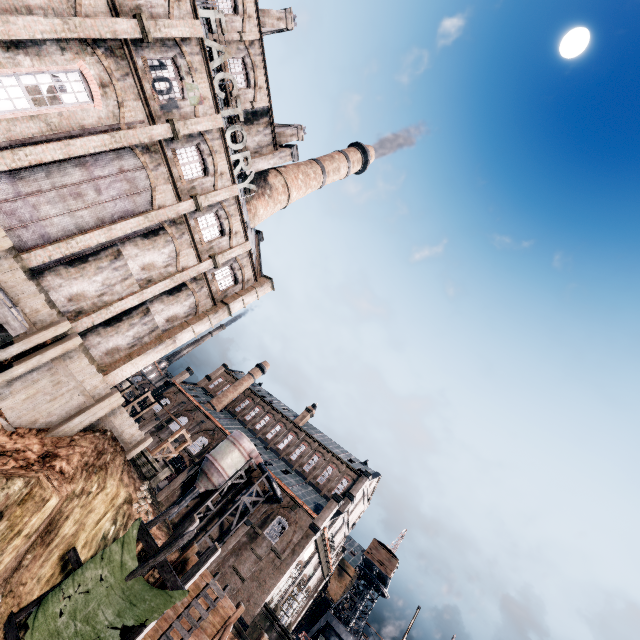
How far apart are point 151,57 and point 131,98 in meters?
2.6 m

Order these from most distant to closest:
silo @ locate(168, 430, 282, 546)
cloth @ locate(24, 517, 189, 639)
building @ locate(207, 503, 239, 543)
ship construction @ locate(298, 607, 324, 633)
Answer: ship construction @ locate(298, 607, 324, 633), building @ locate(207, 503, 239, 543), silo @ locate(168, 430, 282, 546), cloth @ locate(24, 517, 189, 639)

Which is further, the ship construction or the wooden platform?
the ship construction

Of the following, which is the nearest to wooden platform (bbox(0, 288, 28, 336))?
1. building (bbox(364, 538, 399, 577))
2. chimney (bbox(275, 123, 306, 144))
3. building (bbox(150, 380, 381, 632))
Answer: chimney (bbox(275, 123, 306, 144))

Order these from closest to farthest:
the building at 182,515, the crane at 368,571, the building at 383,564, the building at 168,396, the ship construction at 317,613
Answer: the building at 168,396 → the building at 182,515 → the crane at 368,571 → the building at 383,564 → the ship construction at 317,613

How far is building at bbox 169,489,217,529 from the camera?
41.0 meters

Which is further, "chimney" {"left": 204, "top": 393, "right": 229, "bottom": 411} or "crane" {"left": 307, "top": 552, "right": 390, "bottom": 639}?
"chimney" {"left": 204, "top": 393, "right": 229, "bottom": 411}

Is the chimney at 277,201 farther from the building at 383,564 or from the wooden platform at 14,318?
the building at 383,564
